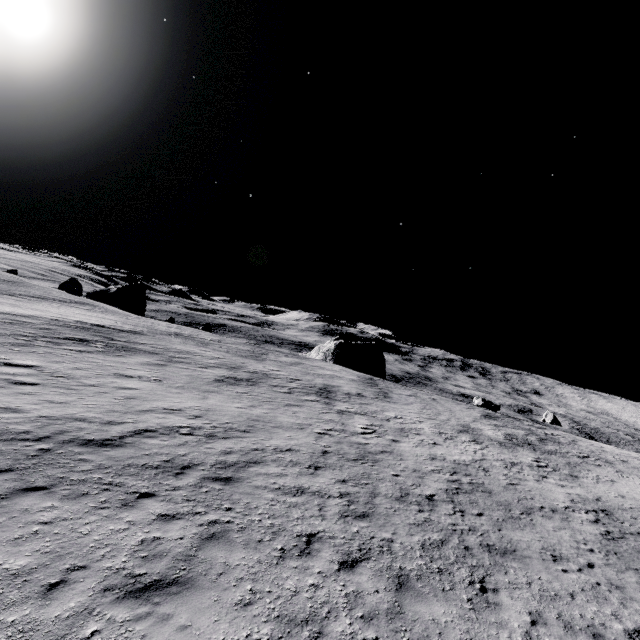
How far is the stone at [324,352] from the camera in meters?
54.0

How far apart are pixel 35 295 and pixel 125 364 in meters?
34.9 m

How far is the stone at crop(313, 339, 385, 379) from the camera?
54.0m
